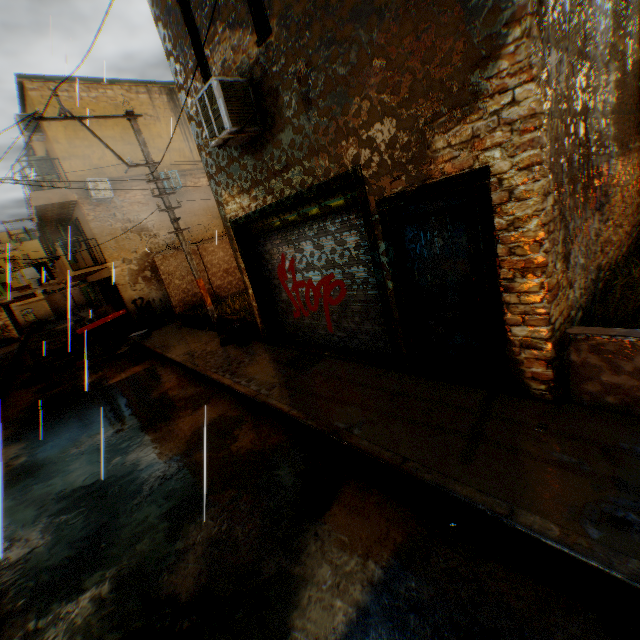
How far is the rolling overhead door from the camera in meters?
5.7 m

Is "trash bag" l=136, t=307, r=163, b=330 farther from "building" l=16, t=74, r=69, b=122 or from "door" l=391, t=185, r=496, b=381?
"door" l=391, t=185, r=496, b=381

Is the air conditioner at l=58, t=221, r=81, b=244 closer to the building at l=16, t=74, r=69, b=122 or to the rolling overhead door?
the building at l=16, t=74, r=69, b=122

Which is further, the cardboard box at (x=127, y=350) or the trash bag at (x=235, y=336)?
the cardboard box at (x=127, y=350)

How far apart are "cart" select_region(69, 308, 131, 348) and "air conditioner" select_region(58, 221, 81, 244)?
4.9 meters

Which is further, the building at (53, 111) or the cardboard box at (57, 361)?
the cardboard box at (57, 361)

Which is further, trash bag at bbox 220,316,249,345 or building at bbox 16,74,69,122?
building at bbox 16,74,69,122

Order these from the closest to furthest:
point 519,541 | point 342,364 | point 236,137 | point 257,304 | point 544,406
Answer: point 519,541, point 544,406, point 236,137, point 342,364, point 257,304
